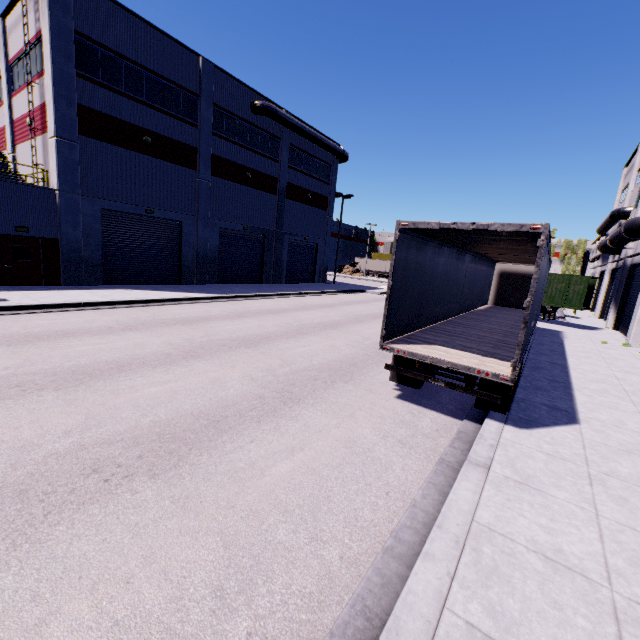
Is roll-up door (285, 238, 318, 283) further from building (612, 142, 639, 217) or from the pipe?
the pipe

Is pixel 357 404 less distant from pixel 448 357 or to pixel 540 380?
pixel 448 357

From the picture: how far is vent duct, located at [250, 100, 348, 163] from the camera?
24.73m

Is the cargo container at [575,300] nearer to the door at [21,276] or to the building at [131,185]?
the building at [131,185]

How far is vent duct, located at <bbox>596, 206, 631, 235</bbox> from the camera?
25.27m

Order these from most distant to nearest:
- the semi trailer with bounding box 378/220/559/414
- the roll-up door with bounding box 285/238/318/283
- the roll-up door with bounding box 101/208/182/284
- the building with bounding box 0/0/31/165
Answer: the roll-up door with bounding box 285/238/318/283, the roll-up door with bounding box 101/208/182/284, the building with bounding box 0/0/31/165, the semi trailer with bounding box 378/220/559/414

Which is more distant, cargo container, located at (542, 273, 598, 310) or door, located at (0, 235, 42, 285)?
cargo container, located at (542, 273, 598, 310)

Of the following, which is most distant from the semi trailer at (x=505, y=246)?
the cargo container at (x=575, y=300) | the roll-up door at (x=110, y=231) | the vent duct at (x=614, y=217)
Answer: the vent duct at (x=614, y=217)
